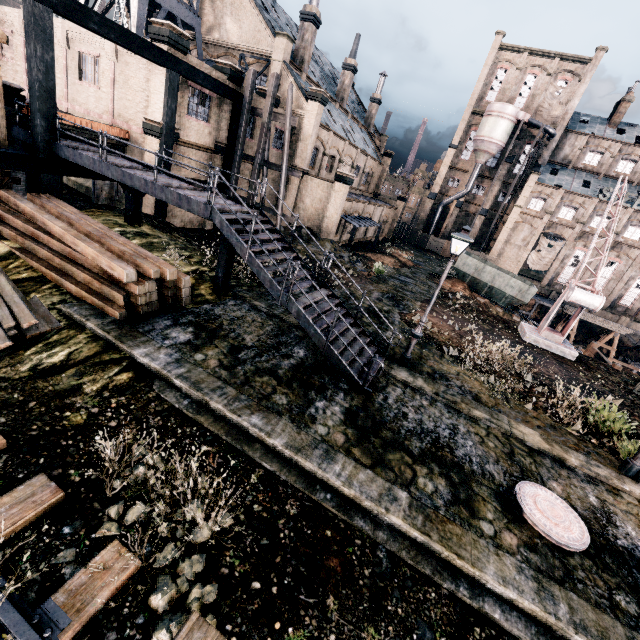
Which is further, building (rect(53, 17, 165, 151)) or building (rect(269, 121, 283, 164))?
building (rect(269, 121, 283, 164))

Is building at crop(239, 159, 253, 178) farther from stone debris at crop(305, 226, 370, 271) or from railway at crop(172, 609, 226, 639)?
railway at crop(172, 609, 226, 639)

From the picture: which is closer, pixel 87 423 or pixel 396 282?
pixel 87 423

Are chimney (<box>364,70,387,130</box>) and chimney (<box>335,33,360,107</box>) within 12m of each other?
yes

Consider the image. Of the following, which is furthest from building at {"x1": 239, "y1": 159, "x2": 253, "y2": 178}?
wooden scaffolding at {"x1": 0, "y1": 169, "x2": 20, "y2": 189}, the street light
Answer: the street light

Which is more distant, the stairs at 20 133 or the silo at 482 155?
the silo at 482 155

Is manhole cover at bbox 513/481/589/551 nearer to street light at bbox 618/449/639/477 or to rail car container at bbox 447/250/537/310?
street light at bbox 618/449/639/477

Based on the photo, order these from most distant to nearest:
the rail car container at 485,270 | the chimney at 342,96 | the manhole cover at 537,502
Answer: the chimney at 342,96 < the rail car container at 485,270 < the manhole cover at 537,502
